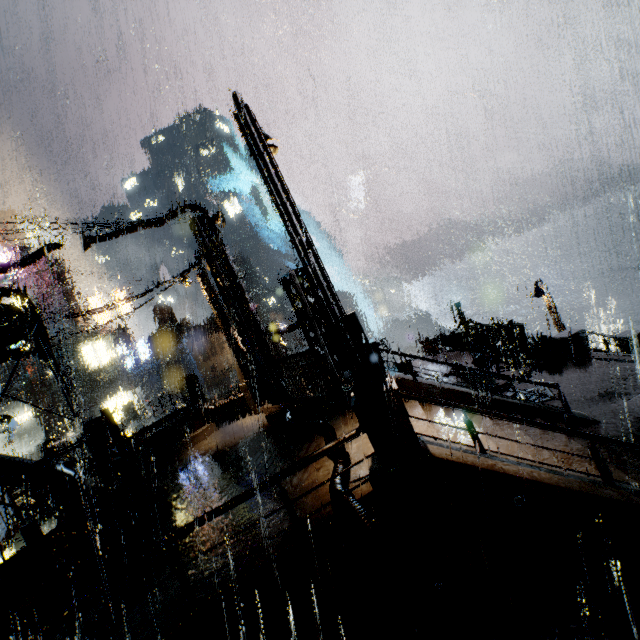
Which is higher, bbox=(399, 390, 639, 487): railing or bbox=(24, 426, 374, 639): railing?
bbox=(24, 426, 374, 639): railing

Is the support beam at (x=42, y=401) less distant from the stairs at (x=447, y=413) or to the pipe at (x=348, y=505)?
the pipe at (x=348, y=505)

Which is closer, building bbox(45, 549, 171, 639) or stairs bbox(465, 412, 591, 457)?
building bbox(45, 549, 171, 639)

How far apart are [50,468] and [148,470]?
3.5 meters

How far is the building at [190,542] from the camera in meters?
6.4

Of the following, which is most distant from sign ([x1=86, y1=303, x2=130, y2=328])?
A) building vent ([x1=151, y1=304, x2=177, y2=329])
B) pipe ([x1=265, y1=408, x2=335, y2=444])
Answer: pipe ([x1=265, y1=408, x2=335, y2=444])

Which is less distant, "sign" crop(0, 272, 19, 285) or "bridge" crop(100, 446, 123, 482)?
"bridge" crop(100, 446, 123, 482)

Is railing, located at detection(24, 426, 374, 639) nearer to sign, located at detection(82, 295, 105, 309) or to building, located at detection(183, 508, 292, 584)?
building, located at detection(183, 508, 292, 584)
